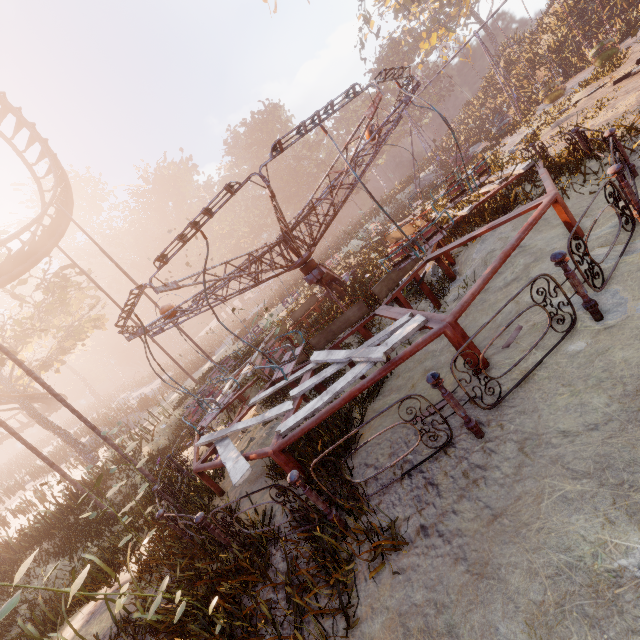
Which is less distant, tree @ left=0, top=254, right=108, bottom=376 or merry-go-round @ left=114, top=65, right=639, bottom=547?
merry-go-round @ left=114, top=65, right=639, bottom=547

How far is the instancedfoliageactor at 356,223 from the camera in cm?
2618

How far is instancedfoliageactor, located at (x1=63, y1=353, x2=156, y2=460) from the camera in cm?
1395

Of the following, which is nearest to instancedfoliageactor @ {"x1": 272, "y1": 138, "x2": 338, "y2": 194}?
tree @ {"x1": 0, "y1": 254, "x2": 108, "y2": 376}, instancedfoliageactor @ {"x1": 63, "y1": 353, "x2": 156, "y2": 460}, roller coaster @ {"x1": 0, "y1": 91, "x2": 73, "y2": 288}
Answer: instancedfoliageactor @ {"x1": 63, "y1": 353, "x2": 156, "y2": 460}

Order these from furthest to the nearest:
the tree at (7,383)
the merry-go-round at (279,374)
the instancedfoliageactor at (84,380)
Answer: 1. the tree at (7,383)
2. the instancedfoliageactor at (84,380)
3. the merry-go-round at (279,374)

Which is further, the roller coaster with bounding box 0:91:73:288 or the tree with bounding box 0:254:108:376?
the tree with bounding box 0:254:108:376

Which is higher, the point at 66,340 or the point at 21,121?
the point at 21,121

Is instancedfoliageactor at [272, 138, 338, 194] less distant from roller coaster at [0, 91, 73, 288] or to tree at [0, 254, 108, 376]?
tree at [0, 254, 108, 376]
